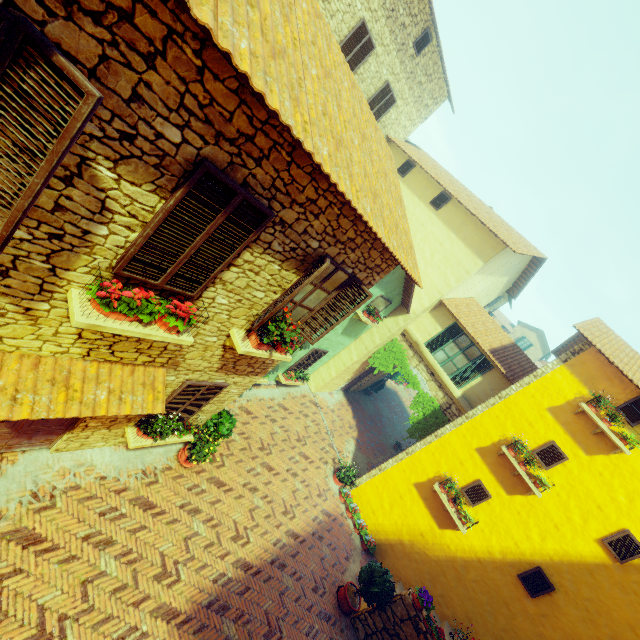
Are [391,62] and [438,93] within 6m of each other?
yes

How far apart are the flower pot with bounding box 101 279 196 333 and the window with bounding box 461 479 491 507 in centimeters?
1081cm

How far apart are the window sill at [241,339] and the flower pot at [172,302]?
1.7m

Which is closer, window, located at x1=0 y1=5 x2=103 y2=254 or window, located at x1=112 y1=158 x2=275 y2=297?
window, located at x1=0 y1=5 x2=103 y2=254

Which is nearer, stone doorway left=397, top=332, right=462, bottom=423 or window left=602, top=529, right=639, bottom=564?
window left=602, top=529, right=639, bottom=564

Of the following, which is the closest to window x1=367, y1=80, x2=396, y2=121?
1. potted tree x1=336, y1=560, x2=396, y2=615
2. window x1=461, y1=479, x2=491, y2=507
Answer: window x1=461, y1=479, x2=491, y2=507

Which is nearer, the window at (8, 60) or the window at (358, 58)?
the window at (8, 60)

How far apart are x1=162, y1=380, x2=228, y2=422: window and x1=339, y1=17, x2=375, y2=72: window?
11.5m
